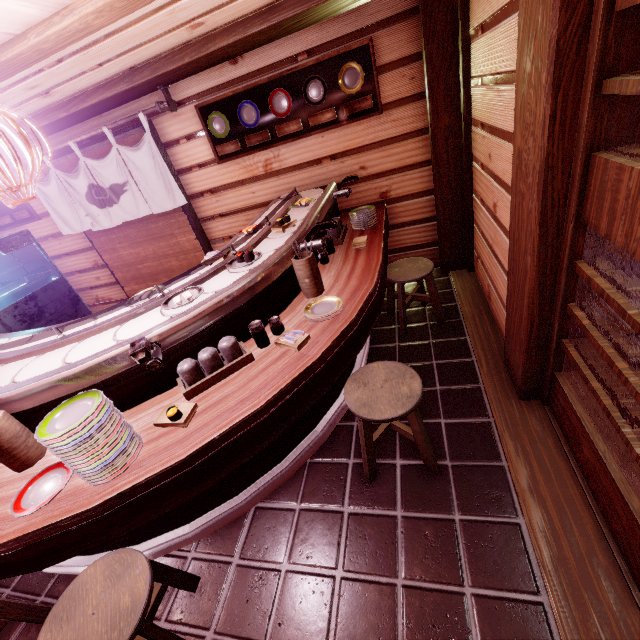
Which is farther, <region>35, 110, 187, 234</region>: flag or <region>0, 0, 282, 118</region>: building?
<region>35, 110, 187, 234</region>: flag

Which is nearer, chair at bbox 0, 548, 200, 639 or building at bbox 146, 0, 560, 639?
chair at bbox 0, 548, 200, 639

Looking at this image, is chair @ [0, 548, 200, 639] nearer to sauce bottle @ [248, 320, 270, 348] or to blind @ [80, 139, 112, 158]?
sauce bottle @ [248, 320, 270, 348]

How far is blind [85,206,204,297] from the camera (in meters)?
8.34

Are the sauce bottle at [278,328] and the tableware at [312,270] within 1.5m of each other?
yes

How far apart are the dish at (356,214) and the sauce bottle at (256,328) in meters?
3.3

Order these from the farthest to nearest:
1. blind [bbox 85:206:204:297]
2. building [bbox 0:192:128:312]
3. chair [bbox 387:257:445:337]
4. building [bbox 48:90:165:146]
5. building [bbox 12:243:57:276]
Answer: building [bbox 12:243:57:276] < building [bbox 0:192:128:312] < blind [bbox 85:206:204:297] < building [bbox 48:90:165:146] < chair [bbox 387:257:445:337]

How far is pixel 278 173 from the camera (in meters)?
7.34
